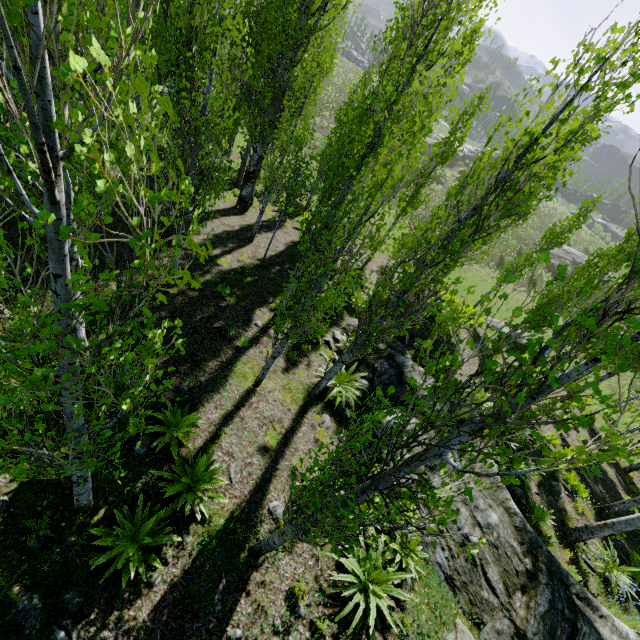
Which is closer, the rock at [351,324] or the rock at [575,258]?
the rock at [351,324]

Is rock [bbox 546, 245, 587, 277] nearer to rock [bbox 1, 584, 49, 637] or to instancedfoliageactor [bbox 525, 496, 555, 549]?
instancedfoliageactor [bbox 525, 496, 555, 549]

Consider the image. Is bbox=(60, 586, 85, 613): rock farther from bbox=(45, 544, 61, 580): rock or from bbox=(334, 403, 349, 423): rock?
bbox=(45, 544, 61, 580): rock

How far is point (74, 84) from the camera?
1.5m

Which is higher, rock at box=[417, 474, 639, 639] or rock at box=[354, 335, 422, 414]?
rock at box=[417, 474, 639, 639]

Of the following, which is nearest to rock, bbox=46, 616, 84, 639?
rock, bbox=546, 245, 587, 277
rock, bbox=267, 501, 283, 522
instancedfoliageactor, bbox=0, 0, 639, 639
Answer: instancedfoliageactor, bbox=0, 0, 639, 639

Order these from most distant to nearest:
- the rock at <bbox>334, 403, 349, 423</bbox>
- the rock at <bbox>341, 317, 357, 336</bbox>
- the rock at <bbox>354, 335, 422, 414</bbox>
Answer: the rock at <bbox>341, 317, 357, 336</bbox> < the rock at <bbox>354, 335, 422, 414</bbox> < the rock at <bbox>334, 403, 349, 423</bbox>

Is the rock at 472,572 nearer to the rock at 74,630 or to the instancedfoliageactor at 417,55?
the instancedfoliageactor at 417,55
